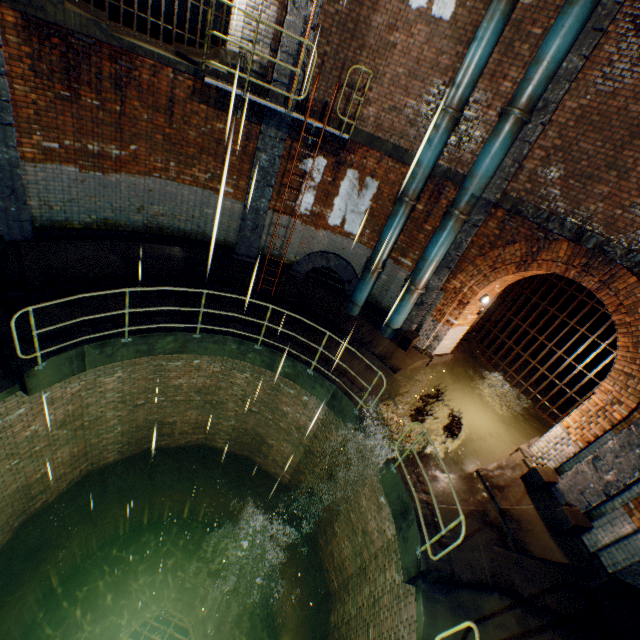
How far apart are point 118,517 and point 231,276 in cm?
968

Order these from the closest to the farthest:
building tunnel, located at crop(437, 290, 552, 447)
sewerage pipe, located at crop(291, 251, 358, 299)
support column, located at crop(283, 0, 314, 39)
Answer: support column, located at crop(283, 0, 314, 39) < building tunnel, located at crop(437, 290, 552, 447) < sewerage pipe, located at crop(291, 251, 358, 299)

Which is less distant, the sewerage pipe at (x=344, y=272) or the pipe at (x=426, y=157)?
the pipe at (x=426, y=157)

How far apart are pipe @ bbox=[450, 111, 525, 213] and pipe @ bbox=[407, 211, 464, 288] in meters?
0.1

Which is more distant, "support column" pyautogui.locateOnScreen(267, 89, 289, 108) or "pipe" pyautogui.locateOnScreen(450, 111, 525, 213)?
"support column" pyautogui.locateOnScreen(267, 89, 289, 108)

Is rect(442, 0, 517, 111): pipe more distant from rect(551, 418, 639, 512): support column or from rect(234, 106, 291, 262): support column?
rect(551, 418, 639, 512): support column

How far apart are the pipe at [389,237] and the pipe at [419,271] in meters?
0.8 m

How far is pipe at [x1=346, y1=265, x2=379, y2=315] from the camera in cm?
932
